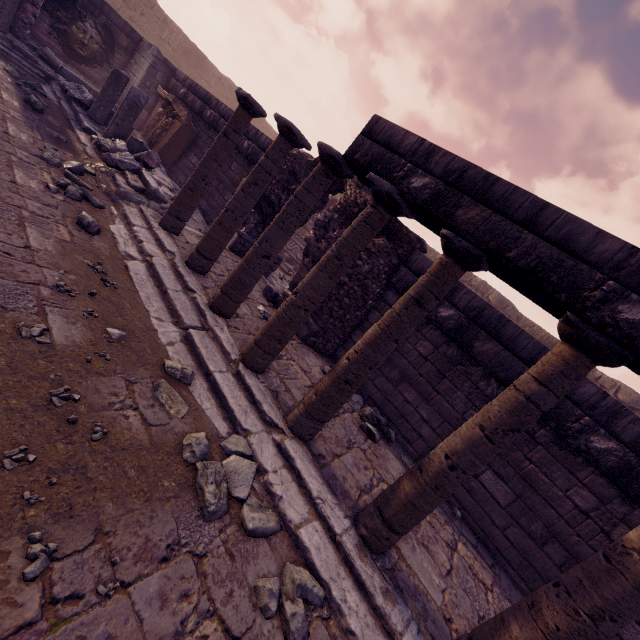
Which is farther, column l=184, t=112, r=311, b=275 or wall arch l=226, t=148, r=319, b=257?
wall arch l=226, t=148, r=319, b=257

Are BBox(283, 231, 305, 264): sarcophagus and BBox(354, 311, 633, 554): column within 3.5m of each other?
no

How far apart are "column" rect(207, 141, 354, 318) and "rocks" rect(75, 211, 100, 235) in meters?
1.8 m

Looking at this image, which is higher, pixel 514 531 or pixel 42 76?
pixel 514 531

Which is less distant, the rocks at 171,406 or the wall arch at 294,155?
the rocks at 171,406

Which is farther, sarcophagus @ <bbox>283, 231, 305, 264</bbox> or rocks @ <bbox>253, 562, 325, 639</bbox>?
sarcophagus @ <bbox>283, 231, 305, 264</bbox>

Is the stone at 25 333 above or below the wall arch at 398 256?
below

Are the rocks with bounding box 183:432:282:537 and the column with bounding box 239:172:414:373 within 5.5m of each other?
yes
